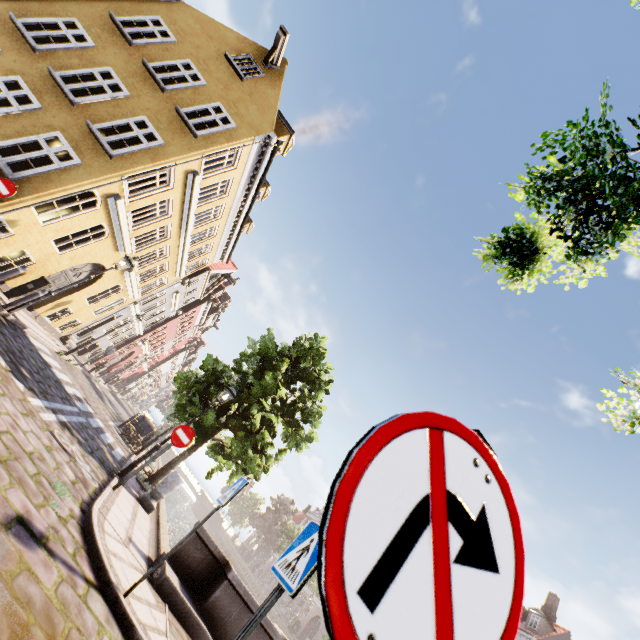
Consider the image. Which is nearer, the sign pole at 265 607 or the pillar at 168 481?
Answer: the sign pole at 265 607

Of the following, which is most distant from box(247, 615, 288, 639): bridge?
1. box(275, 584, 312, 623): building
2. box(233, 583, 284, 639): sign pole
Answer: box(275, 584, 312, 623): building

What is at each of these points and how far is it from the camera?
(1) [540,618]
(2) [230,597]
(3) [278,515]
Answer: (1) building, 27.80m
(2) bridge, 6.21m
(3) tree, 49.28m

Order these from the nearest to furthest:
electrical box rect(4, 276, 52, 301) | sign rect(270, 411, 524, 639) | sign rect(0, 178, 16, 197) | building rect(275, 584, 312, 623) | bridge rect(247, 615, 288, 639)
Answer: sign rect(270, 411, 524, 639) → bridge rect(247, 615, 288, 639) → sign rect(0, 178, 16, 197) → electrical box rect(4, 276, 52, 301) → building rect(275, 584, 312, 623)

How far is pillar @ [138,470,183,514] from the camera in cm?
870

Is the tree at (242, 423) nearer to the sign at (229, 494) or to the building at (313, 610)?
the building at (313, 610)

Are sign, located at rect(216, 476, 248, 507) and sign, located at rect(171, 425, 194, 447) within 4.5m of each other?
yes

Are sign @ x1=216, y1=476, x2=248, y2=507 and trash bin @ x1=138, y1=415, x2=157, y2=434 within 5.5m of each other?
no
